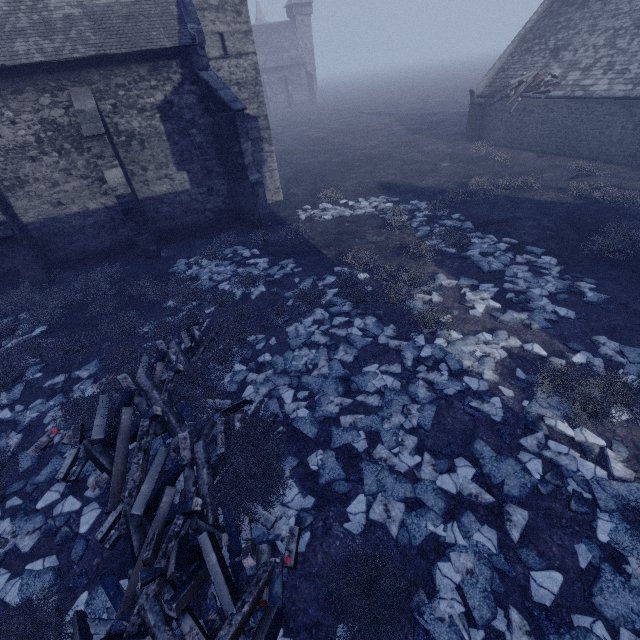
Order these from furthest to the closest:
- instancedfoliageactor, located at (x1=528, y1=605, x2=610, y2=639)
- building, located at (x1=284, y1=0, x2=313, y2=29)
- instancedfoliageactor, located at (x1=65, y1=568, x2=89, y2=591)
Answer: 1. building, located at (x1=284, y1=0, x2=313, y2=29)
2. instancedfoliageactor, located at (x1=65, y1=568, x2=89, y2=591)
3. instancedfoliageactor, located at (x1=528, y1=605, x2=610, y2=639)

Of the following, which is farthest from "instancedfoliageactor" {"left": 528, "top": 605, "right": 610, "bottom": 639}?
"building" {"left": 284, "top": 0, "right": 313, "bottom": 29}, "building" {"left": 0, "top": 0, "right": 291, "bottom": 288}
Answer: "building" {"left": 284, "top": 0, "right": 313, "bottom": 29}

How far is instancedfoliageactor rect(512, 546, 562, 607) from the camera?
4.06m

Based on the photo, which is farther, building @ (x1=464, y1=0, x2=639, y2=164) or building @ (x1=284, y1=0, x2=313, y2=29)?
building @ (x1=284, y1=0, x2=313, y2=29)

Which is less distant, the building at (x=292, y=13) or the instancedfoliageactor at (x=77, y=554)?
the instancedfoliageactor at (x=77, y=554)

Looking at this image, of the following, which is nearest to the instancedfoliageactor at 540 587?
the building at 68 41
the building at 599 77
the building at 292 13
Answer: the building at 68 41

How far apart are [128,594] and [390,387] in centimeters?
542cm
